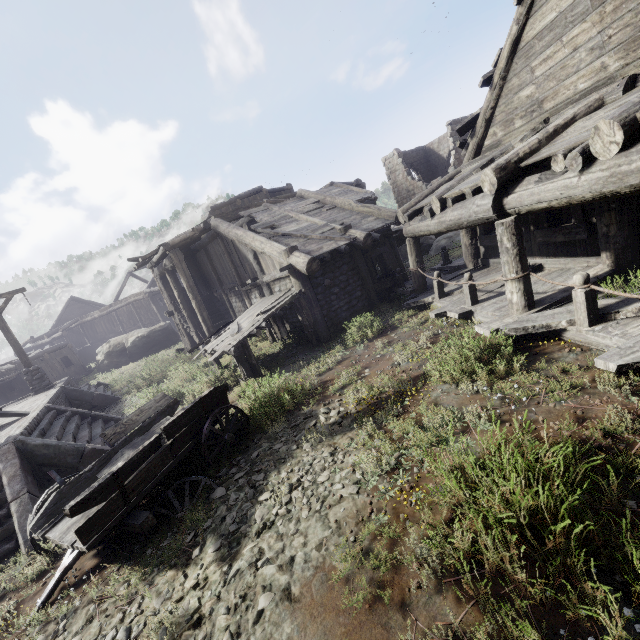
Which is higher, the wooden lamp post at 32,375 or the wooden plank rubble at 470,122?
the wooden plank rubble at 470,122

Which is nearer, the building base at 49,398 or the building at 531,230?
the building at 531,230

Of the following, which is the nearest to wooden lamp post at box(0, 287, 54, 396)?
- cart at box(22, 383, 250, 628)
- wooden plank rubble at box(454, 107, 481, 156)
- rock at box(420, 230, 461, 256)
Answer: cart at box(22, 383, 250, 628)

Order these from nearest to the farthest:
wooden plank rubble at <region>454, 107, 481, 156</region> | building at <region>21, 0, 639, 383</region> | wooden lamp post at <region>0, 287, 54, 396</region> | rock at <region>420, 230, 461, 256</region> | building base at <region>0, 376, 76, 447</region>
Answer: building at <region>21, 0, 639, 383</region>
building base at <region>0, 376, 76, 447</region>
wooden plank rubble at <region>454, 107, 481, 156</region>
wooden lamp post at <region>0, 287, 54, 396</region>
rock at <region>420, 230, 461, 256</region>

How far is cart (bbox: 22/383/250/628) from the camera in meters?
4.2

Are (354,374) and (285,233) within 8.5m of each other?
yes

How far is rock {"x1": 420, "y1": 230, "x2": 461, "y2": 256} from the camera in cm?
1766

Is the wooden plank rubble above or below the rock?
above
